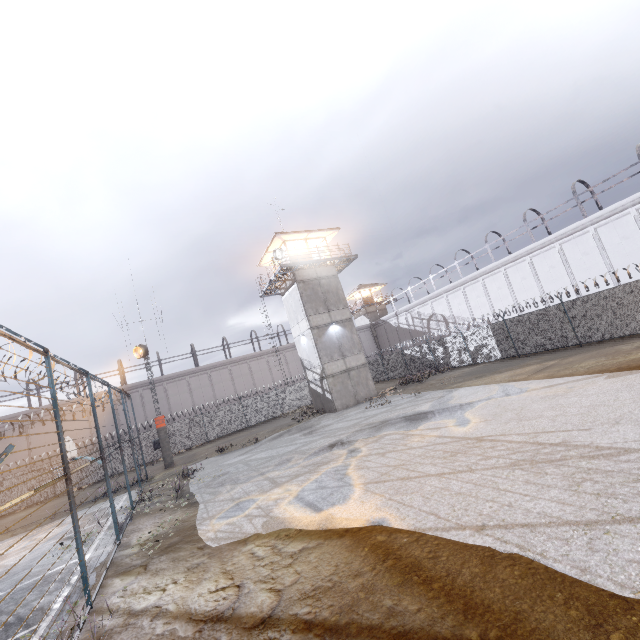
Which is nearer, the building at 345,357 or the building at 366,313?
the building at 345,357

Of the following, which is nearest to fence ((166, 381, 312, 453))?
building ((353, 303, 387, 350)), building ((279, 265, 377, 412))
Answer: building ((279, 265, 377, 412))

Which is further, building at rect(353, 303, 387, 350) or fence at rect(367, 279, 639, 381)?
building at rect(353, 303, 387, 350)

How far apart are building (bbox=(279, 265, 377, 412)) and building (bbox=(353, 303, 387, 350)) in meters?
23.6 m

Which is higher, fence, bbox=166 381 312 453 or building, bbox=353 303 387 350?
building, bbox=353 303 387 350

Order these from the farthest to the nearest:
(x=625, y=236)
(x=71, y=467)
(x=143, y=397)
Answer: (x=143, y=397)
(x=71, y=467)
(x=625, y=236)

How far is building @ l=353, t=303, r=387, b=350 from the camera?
50.4m

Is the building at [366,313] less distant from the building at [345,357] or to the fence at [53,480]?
the fence at [53,480]
